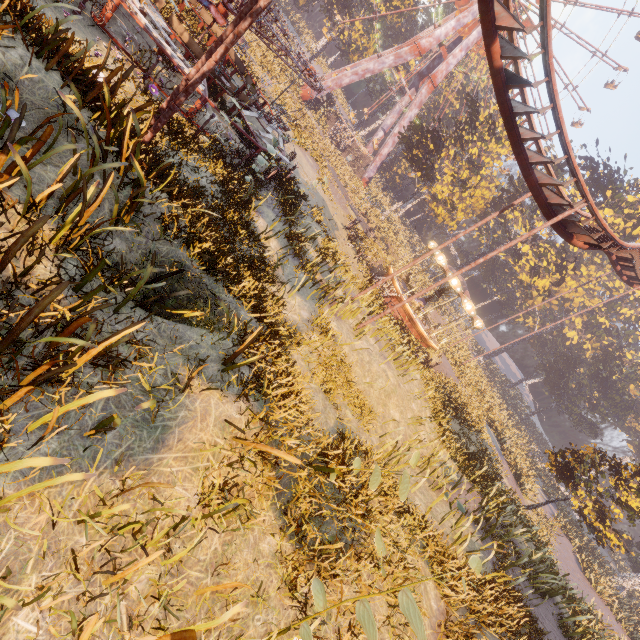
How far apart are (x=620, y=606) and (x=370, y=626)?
36.1 meters

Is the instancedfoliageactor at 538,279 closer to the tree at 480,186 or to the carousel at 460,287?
the carousel at 460,287

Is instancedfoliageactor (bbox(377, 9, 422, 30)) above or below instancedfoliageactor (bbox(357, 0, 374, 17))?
above

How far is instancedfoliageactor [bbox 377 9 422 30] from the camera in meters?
47.8

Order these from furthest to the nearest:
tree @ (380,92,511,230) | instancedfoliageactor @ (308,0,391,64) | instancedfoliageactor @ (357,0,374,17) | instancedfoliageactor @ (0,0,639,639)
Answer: instancedfoliageactor @ (357,0,374,17) → instancedfoliageactor @ (308,0,391,64) → tree @ (380,92,511,230) → instancedfoliageactor @ (0,0,639,639)

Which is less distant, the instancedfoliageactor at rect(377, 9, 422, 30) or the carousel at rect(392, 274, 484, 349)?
the carousel at rect(392, 274, 484, 349)

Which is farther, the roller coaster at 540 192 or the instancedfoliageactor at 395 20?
the instancedfoliageactor at 395 20

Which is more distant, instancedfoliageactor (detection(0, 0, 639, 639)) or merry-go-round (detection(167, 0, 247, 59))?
merry-go-round (detection(167, 0, 247, 59))
